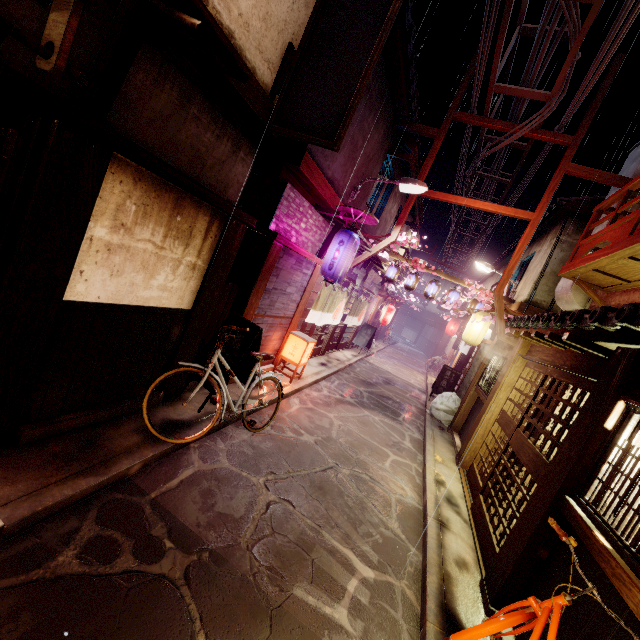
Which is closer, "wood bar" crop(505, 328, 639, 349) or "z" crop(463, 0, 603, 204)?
"wood bar" crop(505, 328, 639, 349)

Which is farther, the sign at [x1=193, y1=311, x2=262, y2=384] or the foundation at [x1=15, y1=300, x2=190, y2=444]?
the sign at [x1=193, y1=311, x2=262, y2=384]

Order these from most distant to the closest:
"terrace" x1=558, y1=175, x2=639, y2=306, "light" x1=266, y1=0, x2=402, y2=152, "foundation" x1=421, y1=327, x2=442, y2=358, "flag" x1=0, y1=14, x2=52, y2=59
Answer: "foundation" x1=421, y1=327, x2=442, y2=358 < "terrace" x1=558, y1=175, x2=639, y2=306 < "light" x1=266, y1=0, x2=402, y2=152 < "flag" x1=0, y1=14, x2=52, y2=59

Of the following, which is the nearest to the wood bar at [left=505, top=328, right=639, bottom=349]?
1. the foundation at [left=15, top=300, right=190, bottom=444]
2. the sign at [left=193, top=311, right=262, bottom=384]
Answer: the sign at [left=193, top=311, right=262, bottom=384]

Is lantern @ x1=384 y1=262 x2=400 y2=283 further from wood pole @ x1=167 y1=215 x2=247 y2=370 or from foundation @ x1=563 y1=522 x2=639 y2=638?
foundation @ x1=563 y1=522 x2=639 y2=638

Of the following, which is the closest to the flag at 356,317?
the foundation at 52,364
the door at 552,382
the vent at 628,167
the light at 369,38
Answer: the light at 369,38

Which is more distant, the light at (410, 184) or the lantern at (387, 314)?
the lantern at (387, 314)

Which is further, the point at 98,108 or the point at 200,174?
the point at 200,174
